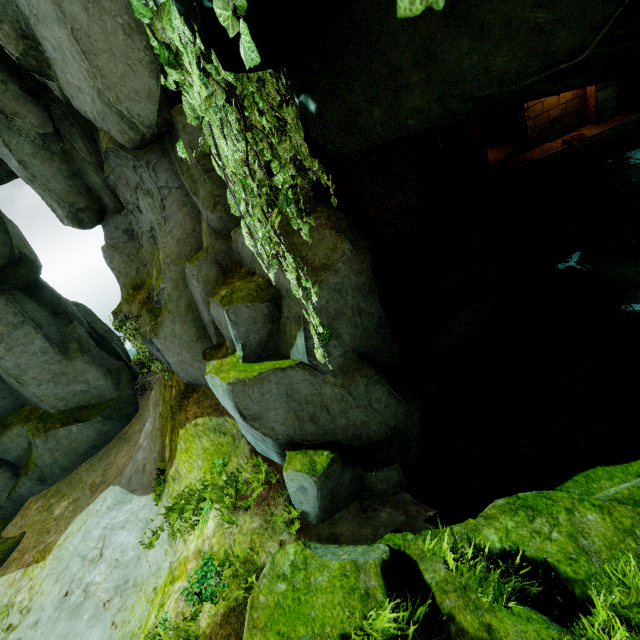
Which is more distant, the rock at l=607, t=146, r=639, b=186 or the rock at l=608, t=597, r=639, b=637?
the rock at l=607, t=146, r=639, b=186

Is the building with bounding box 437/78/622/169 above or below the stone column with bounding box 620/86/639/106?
above

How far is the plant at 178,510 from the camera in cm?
606

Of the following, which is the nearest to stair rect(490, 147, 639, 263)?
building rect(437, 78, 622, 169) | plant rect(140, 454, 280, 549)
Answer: building rect(437, 78, 622, 169)

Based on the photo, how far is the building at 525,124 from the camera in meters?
11.1

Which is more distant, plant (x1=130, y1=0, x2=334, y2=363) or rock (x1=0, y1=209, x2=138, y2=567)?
rock (x1=0, y1=209, x2=138, y2=567)

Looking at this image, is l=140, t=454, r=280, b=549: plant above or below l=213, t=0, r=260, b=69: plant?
below

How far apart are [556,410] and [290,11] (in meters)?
7.29
